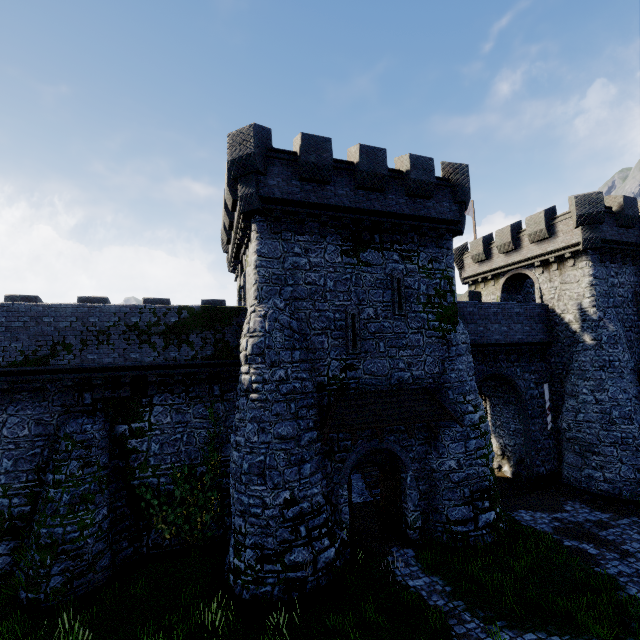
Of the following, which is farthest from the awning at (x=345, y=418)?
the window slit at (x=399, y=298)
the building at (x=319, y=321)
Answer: the window slit at (x=399, y=298)

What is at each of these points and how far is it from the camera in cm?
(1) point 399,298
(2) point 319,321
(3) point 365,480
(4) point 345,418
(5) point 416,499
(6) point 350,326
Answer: (1) window slit, 1458
(2) building, 1330
(3) building, 1814
(4) awning, 1243
(5) building, 1363
(6) window slit, 1359

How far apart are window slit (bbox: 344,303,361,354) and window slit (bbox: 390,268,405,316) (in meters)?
1.53

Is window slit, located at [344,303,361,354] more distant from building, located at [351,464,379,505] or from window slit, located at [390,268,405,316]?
window slit, located at [390,268,405,316]

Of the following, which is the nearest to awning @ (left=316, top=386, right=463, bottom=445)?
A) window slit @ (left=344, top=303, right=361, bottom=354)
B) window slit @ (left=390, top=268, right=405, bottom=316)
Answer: window slit @ (left=344, top=303, right=361, bottom=354)

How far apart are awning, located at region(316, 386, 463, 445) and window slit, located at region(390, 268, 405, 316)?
3.1m

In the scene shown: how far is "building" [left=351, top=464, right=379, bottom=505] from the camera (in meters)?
17.48

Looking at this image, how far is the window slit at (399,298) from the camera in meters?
14.4 m
